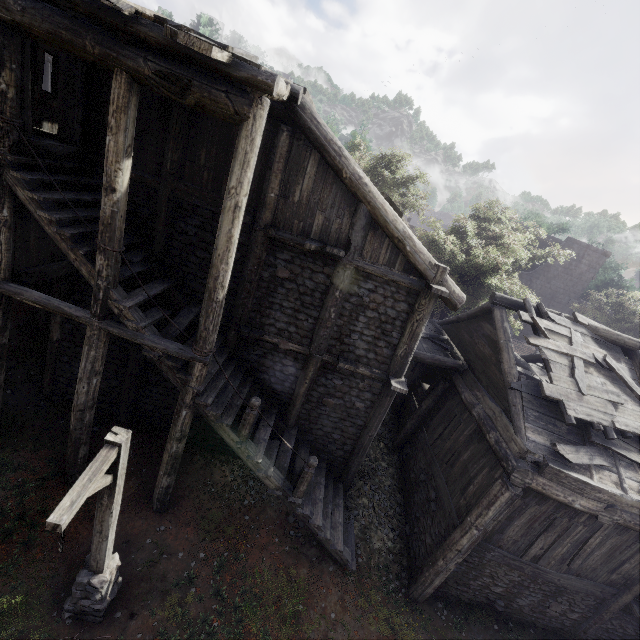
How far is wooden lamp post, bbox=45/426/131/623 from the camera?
4.24m

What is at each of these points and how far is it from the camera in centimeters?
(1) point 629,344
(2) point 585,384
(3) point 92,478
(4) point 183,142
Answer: (1) building, 1074cm
(2) wooden plank rubble, 898cm
(3) wooden lamp post, 452cm
(4) building, 764cm

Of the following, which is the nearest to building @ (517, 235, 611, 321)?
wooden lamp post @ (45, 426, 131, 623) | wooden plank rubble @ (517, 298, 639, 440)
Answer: wooden plank rubble @ (517, 298, 639, 440)

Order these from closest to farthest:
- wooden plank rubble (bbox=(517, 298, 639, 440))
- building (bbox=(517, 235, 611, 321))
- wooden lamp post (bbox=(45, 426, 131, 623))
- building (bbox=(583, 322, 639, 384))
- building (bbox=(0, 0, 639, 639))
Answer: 1. wooden lamp post (bbox=(45, 426, 131, 623))
2. building (bbox=(0, 0, 639, 639))
3. wooden plank rubble (bbox=(517, 298, 639, 440))
4. building (bbox=(583, 322, 639, 384))
5. building (bbox=(517, 235, 611, 321))

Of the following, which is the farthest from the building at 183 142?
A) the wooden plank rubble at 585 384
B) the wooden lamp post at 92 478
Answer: the wooden lamp post at 92 478

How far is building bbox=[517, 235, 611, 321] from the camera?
27.5 meters

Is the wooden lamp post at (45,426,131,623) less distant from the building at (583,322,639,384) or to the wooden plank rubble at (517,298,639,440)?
the building at (583,322,639,384)
